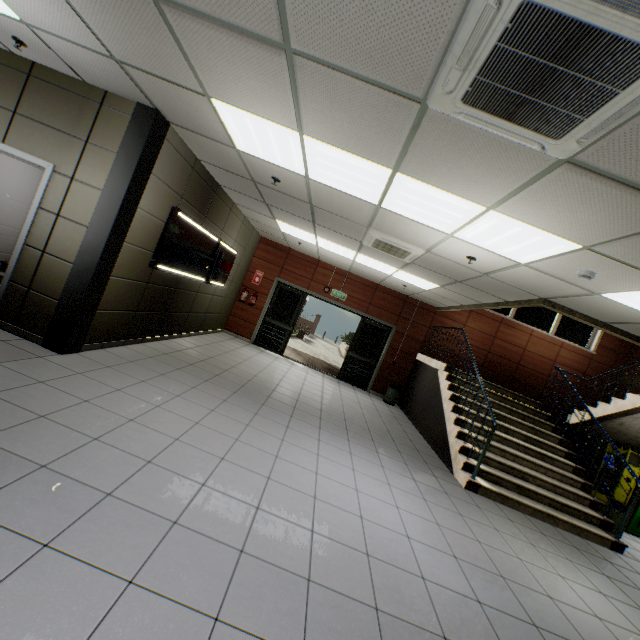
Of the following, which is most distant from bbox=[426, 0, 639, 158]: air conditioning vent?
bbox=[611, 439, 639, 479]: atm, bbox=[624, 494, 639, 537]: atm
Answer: bbox=[624, 494, 639, 537]: atm

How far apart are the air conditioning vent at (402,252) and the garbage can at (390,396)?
4.7 meters

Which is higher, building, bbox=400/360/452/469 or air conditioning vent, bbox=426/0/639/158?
air conditioning vent, bbox=426/0/639/158

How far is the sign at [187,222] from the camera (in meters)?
5.16

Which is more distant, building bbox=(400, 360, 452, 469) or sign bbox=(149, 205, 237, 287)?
building bbox=(400, 360, 452, 469)

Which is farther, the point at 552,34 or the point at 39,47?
the point at 39,47

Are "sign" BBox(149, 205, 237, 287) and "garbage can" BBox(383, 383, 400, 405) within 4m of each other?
no

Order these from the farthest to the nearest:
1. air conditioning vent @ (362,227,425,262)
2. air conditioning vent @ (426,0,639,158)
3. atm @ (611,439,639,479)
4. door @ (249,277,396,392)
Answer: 1. door @ (249,277,396,392)
2. atm @ (611,439,639,479)
3. air conditioning vent @ (362,227,425,262)
4. air conditioning vent @ (426,0,639,158)
